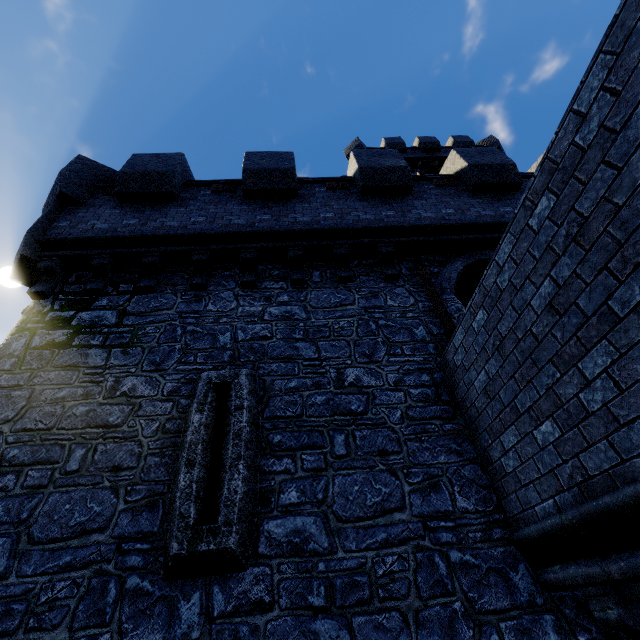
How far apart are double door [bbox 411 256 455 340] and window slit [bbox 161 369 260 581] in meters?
3.2 m

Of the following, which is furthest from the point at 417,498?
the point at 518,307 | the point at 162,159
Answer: the point at 162,159

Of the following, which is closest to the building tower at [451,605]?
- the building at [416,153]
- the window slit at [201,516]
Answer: the window slit at [201,516]

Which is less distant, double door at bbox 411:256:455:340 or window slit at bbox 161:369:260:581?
window slit at bbox 161:369:260:581

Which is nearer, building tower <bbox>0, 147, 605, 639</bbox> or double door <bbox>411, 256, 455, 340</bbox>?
building tower <bbox>0, 147, 605, 639</bbox>

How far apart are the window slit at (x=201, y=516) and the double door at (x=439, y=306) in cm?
325

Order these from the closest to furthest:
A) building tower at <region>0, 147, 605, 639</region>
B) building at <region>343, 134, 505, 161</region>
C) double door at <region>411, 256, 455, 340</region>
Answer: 1. building tower at <region>0, 147, 605, 639</region>
2. double door at <region>411, 256, 455, 340</region>
3. building at <region>343, 134, 505, 161</region>

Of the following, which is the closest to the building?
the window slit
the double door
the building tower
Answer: the building tower
